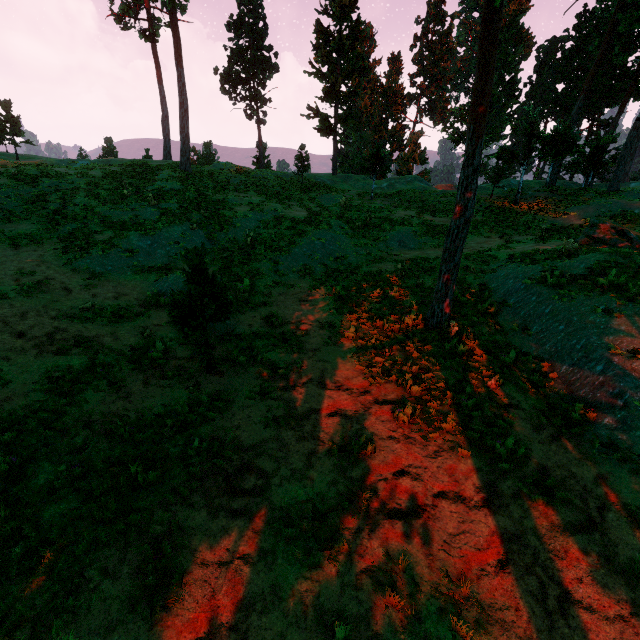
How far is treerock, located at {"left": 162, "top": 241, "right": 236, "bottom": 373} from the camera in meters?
7.7

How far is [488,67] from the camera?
8.16m

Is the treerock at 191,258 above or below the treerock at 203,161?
below

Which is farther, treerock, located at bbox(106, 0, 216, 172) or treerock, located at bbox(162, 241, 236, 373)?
treerock, located at bbox(106, 0, 216, 172)

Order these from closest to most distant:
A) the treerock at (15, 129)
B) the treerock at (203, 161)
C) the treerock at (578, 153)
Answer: the treerock at (578, 153)
the treerock at (203, 161)
the treerock at (15, 129)

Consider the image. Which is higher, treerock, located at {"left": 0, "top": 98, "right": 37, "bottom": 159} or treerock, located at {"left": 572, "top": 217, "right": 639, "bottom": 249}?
treerock, located at {"left": 0, "top": 98, "right": 37, "bottom": 159}
